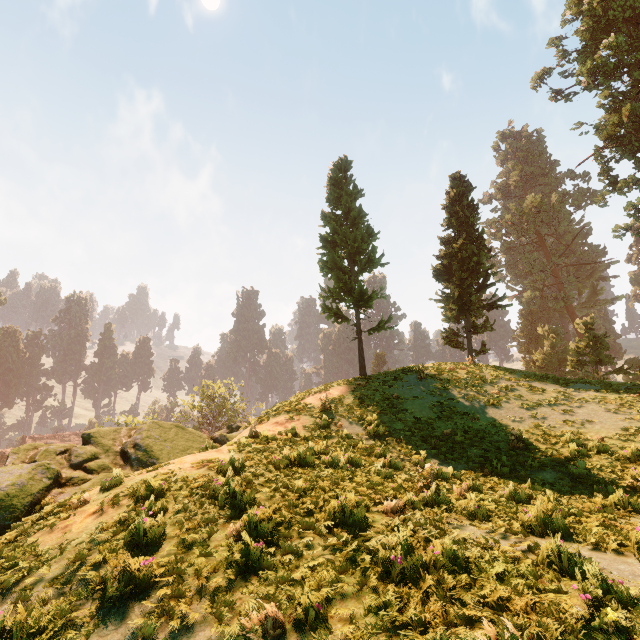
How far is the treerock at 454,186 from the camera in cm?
2392

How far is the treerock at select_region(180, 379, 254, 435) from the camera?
48.7 meters

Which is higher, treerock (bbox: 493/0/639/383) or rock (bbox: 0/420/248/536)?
treerock (bbox: 493/0/639/383)

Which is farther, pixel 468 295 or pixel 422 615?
pixel 468 295

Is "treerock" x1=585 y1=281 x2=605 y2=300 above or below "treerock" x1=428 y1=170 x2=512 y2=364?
above

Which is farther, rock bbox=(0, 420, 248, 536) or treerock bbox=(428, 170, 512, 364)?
treerock bbox=(428, 170, 512, 364)

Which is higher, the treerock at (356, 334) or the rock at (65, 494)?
the treerock at (356, 334)
